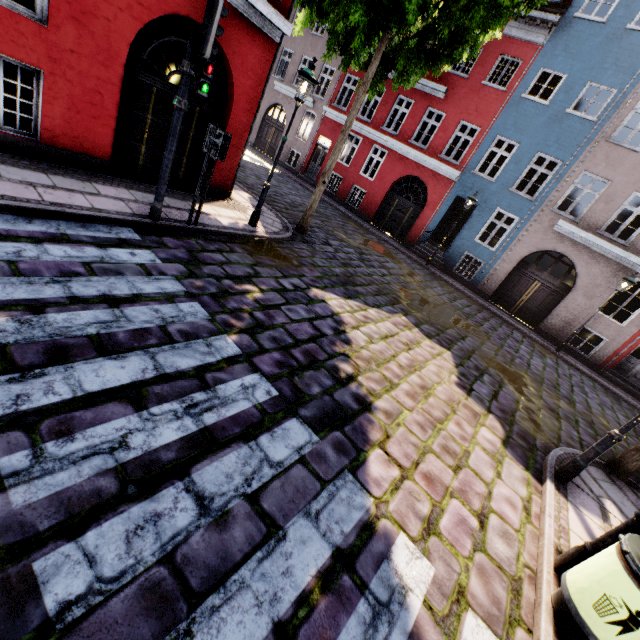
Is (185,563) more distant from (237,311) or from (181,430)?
(237,311)

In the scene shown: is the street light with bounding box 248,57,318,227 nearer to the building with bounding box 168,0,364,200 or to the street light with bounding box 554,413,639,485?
the building with bounding box 168,0,364,200

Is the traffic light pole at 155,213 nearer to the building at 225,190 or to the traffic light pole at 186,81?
the traffic light pole at 186,81

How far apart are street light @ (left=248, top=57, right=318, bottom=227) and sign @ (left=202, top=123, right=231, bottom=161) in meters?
2.1 m

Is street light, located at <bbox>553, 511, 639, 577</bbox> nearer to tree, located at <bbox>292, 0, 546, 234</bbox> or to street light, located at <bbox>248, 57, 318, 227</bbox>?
tree, located at <bbox>292, 0, 546, 234</bbox>

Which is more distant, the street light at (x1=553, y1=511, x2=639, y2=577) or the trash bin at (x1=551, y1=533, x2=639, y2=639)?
the street light at (x1=553, y1=511, x2=639, y2=577)

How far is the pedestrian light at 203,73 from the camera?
5.1m

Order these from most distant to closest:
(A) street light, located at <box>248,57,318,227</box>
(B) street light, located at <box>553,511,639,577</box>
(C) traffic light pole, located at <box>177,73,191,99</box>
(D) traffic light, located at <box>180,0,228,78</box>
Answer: (A) street light, located at <box>248,57,318,227</box> < (C) traffic light pole, located at <box>177,73,191,99</box> < (D) traffic light, located at <box>180,0,228,78</box> < (B) street light, located at <box>553,511,639,577</box>
